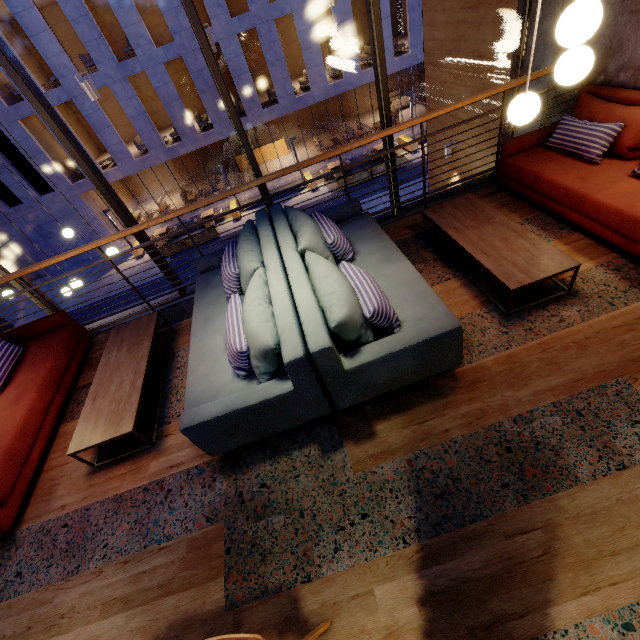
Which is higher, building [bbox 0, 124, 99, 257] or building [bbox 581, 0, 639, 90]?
building [bbox 581, 0, 639, 90]

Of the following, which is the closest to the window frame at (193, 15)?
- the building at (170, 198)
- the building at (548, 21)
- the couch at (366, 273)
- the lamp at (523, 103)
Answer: the building at (548, 21)

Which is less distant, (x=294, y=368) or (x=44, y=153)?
(x=294, y=368)

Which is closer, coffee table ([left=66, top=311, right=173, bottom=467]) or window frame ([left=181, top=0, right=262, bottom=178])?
coffee table ([left=66, top=311, right=173, bottom=467])

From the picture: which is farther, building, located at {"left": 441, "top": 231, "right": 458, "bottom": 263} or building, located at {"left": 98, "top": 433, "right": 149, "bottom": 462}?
building, located at {"left": 441, "top": 231, "right": 458, "bottom": 263}

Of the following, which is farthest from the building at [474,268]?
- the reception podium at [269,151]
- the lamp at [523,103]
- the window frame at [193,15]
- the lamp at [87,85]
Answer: the reception podium at [269,151]

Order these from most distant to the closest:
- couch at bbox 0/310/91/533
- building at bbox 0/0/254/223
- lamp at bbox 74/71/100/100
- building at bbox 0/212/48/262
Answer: building at bbox 0/212/48/262, building at bbox 0/0/254/223, lamp at bbox 74/71/100/100, couch at bbox 0/310/91/533

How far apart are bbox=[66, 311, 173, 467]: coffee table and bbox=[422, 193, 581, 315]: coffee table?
3.4m
